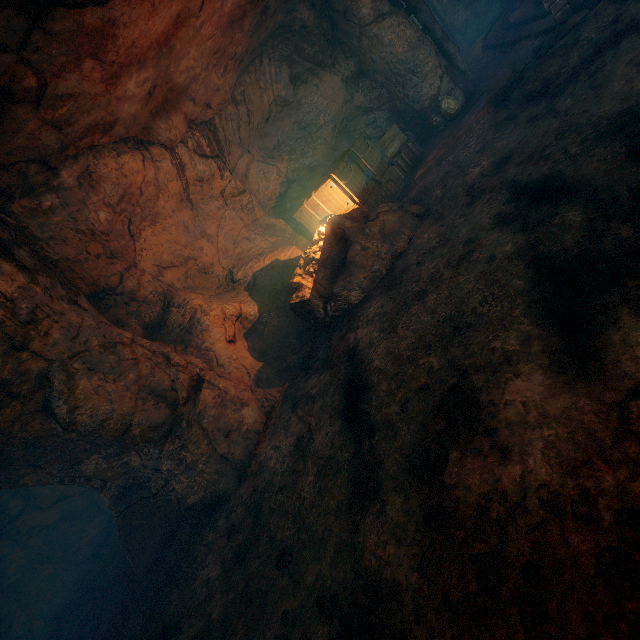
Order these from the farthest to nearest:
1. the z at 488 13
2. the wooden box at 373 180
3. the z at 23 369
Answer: the z at 488 13
the wooden box at 373 180
the z at 23 369

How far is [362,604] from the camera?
2.5m

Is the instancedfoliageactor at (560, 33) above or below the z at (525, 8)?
above

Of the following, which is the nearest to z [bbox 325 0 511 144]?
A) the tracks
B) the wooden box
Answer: the tracks

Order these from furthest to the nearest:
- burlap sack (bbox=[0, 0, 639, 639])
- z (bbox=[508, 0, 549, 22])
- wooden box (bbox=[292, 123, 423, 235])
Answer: z (bbox=[508, 0, 549, 22])
wooden box (bbox=[292, 123, 423, 235])
burlap sack (bbox=[0, 0, 639, 639])

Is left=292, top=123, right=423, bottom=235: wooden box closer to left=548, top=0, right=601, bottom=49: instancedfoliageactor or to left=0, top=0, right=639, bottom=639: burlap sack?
left=0, top=0, right=639, bottom=639: burlap sack

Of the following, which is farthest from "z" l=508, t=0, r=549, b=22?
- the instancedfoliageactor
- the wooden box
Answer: the instancedfoliageactor

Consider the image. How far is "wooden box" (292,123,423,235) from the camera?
7.7 meters
